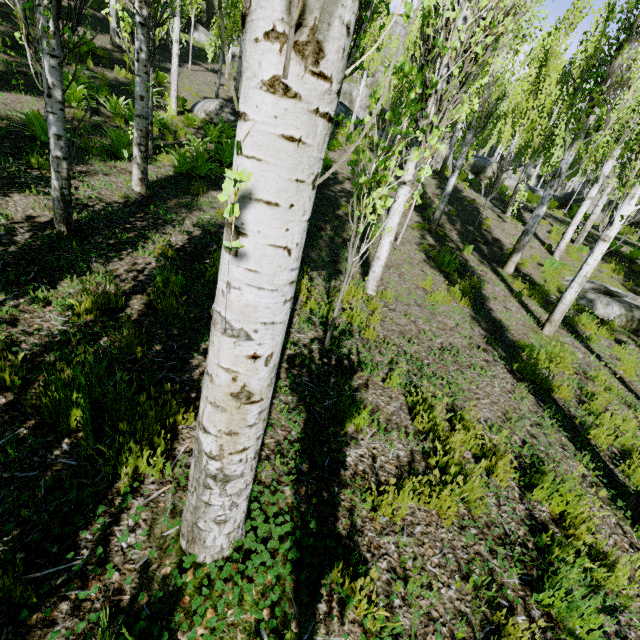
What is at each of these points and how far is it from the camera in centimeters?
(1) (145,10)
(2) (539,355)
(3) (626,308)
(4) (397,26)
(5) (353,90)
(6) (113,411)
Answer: (1) instancedfoliageactor, 491cm
(2) instancedfoliageactor, 568cm
(3) rock, 861cm
(4) rock, 5319cm
(5) rock, 3612cm
(6) instancedfoliageactor, 225cm

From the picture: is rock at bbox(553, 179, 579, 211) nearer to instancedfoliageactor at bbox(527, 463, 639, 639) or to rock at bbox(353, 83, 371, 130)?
instancedfoliageactor at bbox(527, 463, 639, 639)

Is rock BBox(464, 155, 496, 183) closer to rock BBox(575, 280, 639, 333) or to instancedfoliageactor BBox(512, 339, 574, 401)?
instancedfoliageactor BBox(512, 339, 574, 401)

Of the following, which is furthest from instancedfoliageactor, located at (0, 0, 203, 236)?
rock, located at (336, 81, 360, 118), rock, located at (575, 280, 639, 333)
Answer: rock, located at (575, 280, 639, 333)

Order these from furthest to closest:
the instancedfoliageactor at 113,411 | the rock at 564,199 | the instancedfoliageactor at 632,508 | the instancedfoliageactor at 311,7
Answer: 1. the rock at 564,199
2. the instancedfoliageactor at 632,508
3. the instancedfoliageactor at 113,411
4. the instancedfoliageactor at 311,7

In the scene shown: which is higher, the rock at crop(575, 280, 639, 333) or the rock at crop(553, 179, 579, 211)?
the rock at crop(553, 179, 579, 211)

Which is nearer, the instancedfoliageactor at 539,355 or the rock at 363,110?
the instancedfoliageactor at 539,355

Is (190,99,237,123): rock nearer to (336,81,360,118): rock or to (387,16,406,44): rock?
(387,16,406,44): rock
